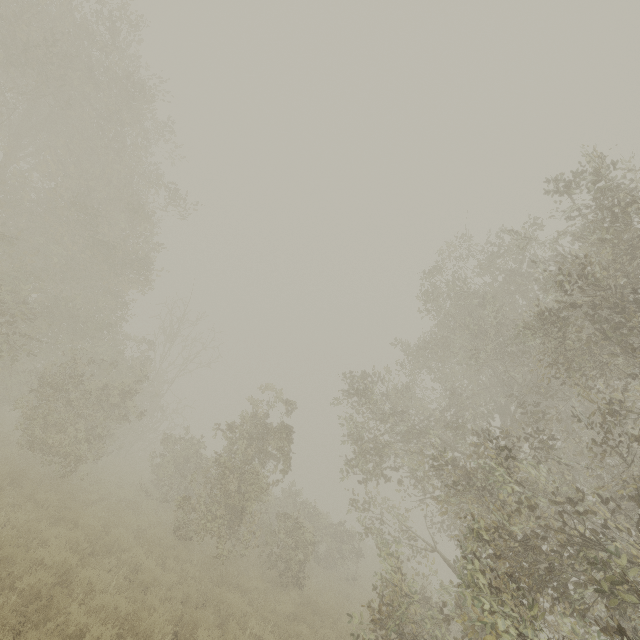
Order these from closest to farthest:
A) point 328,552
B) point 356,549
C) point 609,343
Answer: point 609,343, point 328,552, point 356,549
